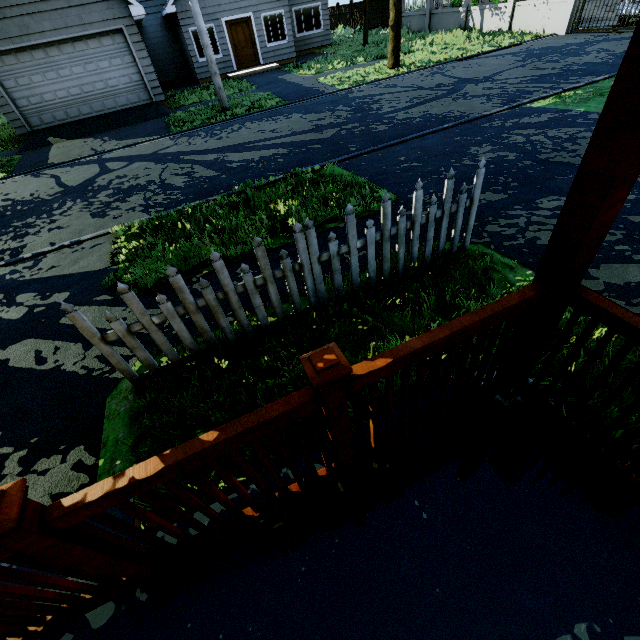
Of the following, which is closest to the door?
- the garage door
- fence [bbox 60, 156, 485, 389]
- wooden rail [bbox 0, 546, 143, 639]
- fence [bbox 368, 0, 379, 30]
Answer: the garage door

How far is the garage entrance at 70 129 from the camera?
12.7 meters

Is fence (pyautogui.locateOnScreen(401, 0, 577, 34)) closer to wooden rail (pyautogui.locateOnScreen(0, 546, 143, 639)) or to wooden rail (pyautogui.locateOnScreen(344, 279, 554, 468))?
wooden rail (pyautogui.locateOnScreen(344, 279, 554, 468))

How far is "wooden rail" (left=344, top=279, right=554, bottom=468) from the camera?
1.27m

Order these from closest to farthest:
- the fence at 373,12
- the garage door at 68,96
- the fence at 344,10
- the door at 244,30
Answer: the garage door at 68,96
the door at 244,30
the fence at 373,12
the fence at 344,10

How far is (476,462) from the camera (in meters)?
1.81

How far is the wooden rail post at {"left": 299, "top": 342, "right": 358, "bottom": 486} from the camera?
1.1 meters

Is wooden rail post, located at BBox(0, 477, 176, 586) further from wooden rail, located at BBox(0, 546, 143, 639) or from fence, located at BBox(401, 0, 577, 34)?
fence, located at BBox(401, 0, 577, 34)
